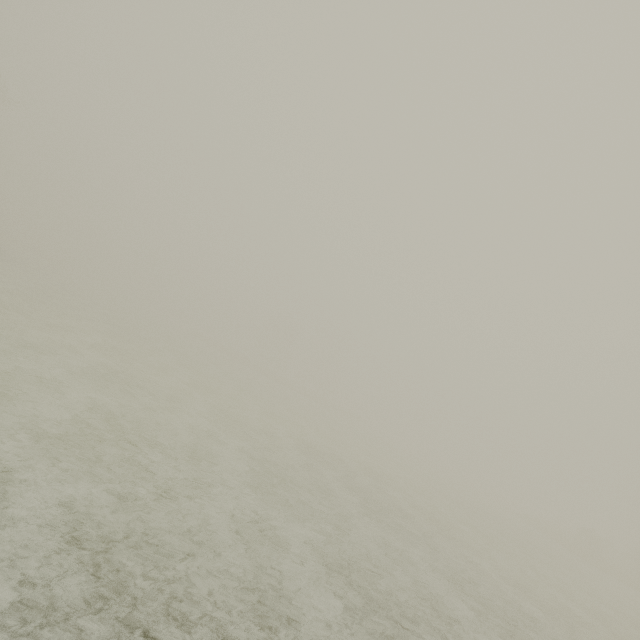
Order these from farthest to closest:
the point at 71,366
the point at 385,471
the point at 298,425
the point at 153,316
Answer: the point at 153,316
the point at 298,425
the point at 385,471
the point at 71,366
